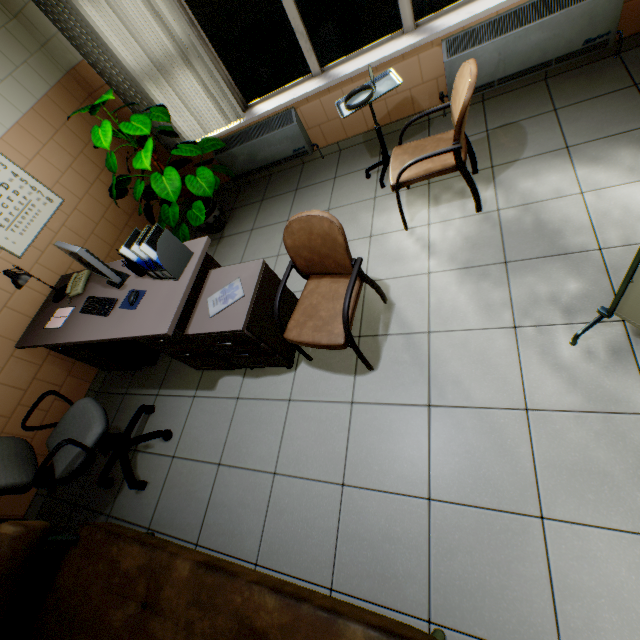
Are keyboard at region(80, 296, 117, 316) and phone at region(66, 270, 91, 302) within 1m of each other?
yes

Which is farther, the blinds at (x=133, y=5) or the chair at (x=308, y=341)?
the blinds at (x=133, y=5)

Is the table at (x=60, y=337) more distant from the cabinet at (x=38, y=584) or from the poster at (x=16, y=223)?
the cabinet at (x=38, y=584)

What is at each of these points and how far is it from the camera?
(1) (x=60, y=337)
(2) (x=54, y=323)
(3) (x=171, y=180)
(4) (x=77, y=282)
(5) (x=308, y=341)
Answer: (1) table, 2.6m
(2) notebook, 2.8m
(3) pills, 3.2m
(4) phone, 2.9m
(5) chair, 2.0m

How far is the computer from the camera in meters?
3.0

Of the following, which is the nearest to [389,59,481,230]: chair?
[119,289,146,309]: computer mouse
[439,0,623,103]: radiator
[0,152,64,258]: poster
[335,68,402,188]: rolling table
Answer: [335,68,402,188]: rolling table

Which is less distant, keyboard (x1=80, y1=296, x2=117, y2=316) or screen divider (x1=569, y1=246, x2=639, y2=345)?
screen divider (x1=569, y1=246, x2=639, y2=345)

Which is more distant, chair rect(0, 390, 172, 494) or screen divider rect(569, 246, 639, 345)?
chair rect(0, 390, 172, 494)
